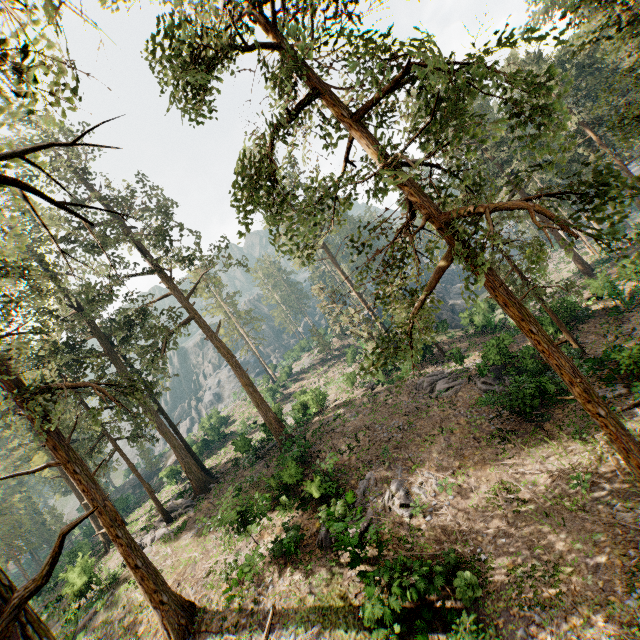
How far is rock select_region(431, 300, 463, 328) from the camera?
36.0m

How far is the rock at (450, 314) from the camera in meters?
36.0 m

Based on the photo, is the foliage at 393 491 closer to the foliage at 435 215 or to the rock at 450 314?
the foliage at 435 215

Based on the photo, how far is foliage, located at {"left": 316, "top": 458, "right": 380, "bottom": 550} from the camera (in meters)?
13.85

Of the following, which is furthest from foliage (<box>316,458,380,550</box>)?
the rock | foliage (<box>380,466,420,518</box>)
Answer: the rock

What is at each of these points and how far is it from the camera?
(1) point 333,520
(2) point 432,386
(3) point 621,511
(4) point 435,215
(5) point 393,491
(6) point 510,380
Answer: (1) foliage, 16.27m
(2) foliage, 25.62m
(3) foliage, 11.09m
(4) foliage, 10.36m
(5) foliage, 17.19m
(6) foliage, 19.84m

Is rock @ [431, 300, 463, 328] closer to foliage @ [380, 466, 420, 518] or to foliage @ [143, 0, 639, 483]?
foliage @ [143, 0, 639, 483]

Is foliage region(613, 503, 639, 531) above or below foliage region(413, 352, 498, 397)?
below
